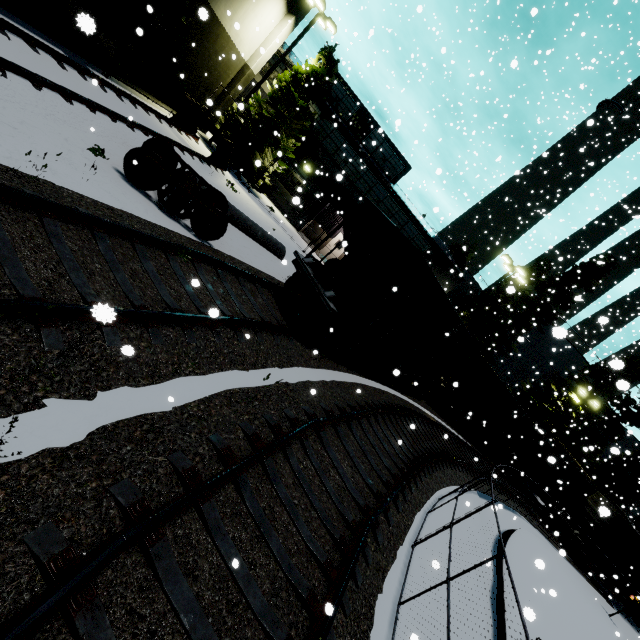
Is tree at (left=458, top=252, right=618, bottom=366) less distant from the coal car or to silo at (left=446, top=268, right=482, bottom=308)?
the coal car

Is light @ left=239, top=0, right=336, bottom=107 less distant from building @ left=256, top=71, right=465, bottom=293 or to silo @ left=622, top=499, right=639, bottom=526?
building @ left=256, top=71, right=465, bottom=293

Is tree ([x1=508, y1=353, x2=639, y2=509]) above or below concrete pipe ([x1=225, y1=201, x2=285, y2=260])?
above

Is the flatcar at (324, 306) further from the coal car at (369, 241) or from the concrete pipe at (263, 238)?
the concrete pipe at (263, 238)

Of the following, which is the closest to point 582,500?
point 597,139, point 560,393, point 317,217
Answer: point 560,393

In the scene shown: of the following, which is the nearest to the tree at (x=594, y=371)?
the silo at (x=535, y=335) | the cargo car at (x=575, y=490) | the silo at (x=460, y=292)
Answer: the silo at (x=535, y=335)

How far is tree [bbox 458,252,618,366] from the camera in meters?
28.7

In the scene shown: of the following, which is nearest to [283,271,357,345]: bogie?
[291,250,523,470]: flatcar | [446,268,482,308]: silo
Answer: [291,250,523,470]: flatcar
